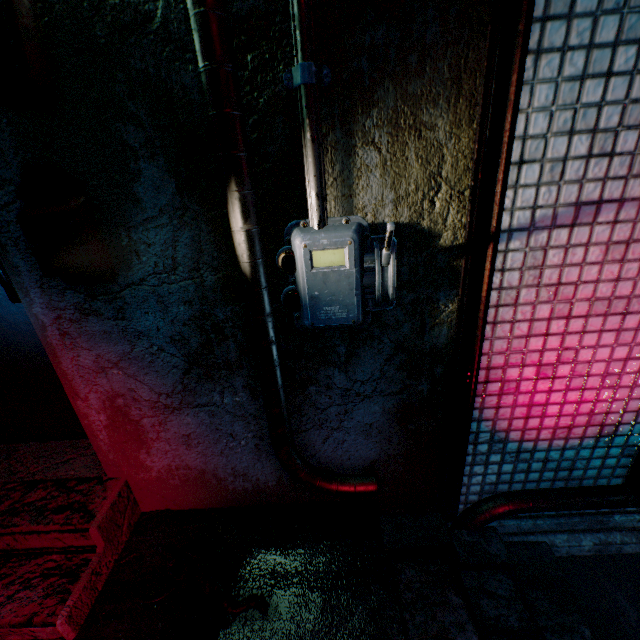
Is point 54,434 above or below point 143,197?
below

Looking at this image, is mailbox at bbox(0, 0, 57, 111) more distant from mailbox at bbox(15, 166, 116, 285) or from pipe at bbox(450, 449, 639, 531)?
pipe at bbox(450, 449, 639, 531)

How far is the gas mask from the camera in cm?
120

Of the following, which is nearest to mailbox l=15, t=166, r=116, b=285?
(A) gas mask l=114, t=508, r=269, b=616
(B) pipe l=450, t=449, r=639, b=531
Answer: (A) gas mask l=114, t=508, r=269, b=616

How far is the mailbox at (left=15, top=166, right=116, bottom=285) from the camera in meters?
1.0 m

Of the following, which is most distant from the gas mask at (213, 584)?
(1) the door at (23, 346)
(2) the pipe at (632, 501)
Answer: (2) the pipe at (632, 501)

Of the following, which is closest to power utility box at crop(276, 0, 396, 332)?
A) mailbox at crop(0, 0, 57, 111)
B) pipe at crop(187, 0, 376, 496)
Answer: pipe at crop(187, 0, 376, 496)

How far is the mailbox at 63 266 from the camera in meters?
1.0 m
